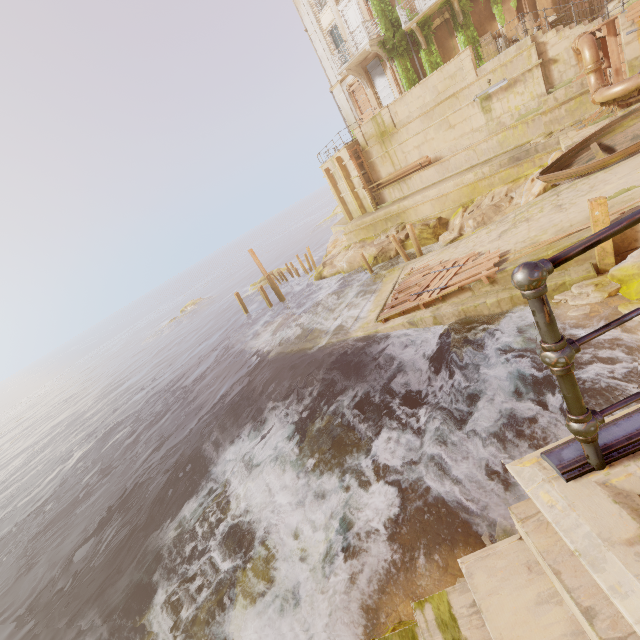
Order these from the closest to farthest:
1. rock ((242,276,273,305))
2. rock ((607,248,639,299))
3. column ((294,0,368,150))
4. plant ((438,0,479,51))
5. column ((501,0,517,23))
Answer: rock ((607,248,639,299)) → column ((501,0,517,23)) → plant ((438,0,479,51)) → column ((294,0,368,150)) → rock ((242,276,273,305))

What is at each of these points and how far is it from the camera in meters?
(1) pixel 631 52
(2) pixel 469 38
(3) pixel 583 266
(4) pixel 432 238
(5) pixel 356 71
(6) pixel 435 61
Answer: (1) building, 11.9
(2) plant, 20.3
(3) walkway, 9.7
(4) rock, 20.3
(5) support, 24.2
(6) plant, 21.6

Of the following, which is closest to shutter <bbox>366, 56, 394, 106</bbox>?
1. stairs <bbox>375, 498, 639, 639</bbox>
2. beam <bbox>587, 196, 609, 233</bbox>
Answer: beam <bbox>587, 196, 609, 233</bbox>

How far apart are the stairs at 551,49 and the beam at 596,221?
11.47m

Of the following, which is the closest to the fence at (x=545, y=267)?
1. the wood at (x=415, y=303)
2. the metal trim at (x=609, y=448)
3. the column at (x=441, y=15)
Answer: the metal trim at (x=609, y=448)

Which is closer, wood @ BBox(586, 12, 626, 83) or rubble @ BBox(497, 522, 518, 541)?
rubble @ BBox(497, 522, 518, 541)

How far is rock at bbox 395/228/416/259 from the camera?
21.26m

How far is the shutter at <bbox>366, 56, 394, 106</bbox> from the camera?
23.8 meters
